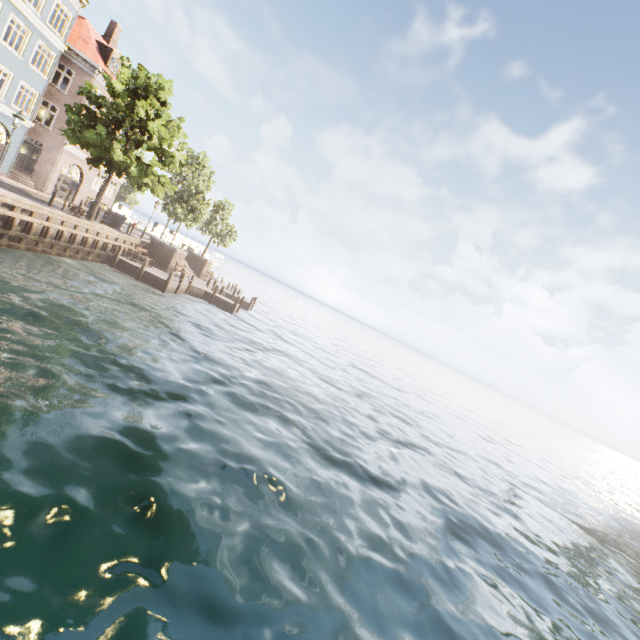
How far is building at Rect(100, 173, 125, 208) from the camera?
32.31m

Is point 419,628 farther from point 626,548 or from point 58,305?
A: point 626,548

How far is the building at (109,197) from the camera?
32.31m

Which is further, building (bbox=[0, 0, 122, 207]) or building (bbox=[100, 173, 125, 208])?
building (bbox=[100, 173, 125, 208])

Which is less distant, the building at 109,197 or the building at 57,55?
the building at 57,55
